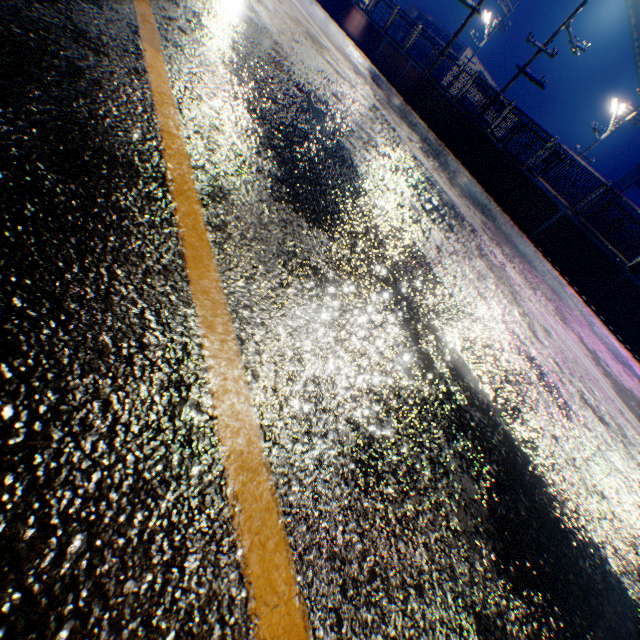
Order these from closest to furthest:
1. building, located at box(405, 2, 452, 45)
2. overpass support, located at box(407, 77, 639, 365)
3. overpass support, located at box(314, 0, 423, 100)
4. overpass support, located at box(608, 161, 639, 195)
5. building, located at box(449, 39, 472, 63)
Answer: overpass support, located at box(407, 77, 639, 365), overpass support, located at box(314, 0, 423, 100), building, located at box(449, 39, 472, 63), building, located at box(405, 2, 452, 45), overpass support, located at box(608, 161, 639, 195)

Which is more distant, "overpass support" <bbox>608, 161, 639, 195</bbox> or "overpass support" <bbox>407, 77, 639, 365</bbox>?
"overpass support" <bbox>608, 161, 639, 195</bbox>

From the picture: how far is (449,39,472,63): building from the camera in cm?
4231

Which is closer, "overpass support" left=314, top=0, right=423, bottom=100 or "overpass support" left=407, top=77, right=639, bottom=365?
"overpass support" left=407, top=77, right=639, bottom=365

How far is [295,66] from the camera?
4.9 meters

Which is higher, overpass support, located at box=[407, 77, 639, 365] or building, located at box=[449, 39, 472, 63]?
building, located at box=[449, 39, 472, 63]

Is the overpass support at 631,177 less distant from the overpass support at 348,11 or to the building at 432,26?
the overpass support at 348,11
